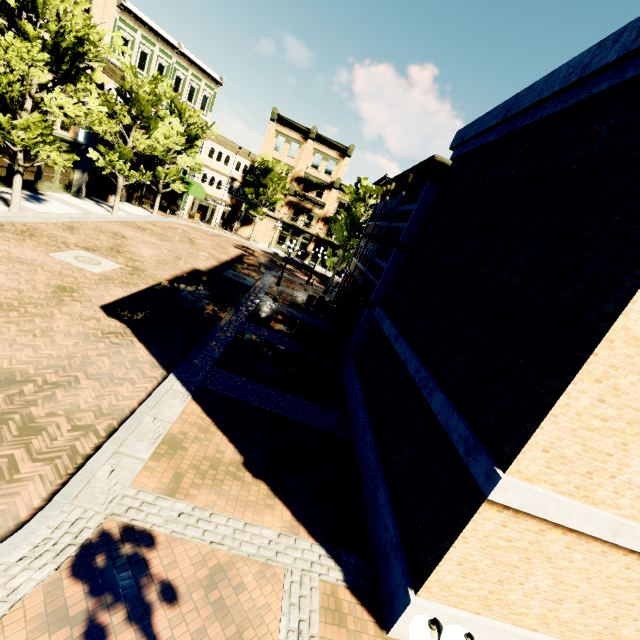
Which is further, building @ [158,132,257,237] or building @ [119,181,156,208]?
building @ [158,132,257,237]

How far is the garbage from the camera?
14.92m

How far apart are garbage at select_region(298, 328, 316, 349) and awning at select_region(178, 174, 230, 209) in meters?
23.6

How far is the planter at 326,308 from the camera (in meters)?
22.11

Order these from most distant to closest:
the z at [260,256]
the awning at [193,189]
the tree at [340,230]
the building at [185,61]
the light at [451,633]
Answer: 1. the awning at [193,189]
2. the z at [260,256]
3. the tree at [340,230]
4. the building at [185,61]
5. the light at [451,633]

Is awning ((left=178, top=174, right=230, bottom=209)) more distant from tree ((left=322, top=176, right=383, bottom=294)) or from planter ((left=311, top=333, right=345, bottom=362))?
planter ((left=311, top=333, right=345, bottom=362))

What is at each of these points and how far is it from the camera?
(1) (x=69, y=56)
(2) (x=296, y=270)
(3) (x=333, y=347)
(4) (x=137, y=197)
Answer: (1) tree, 13.99m
(2) z, 35.38m
(3) planter, 15.07m
(4) building, 31.45m

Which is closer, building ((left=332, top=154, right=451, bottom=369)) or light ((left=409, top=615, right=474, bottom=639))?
light ((left=409, top=615, right=474, bottom=639))
